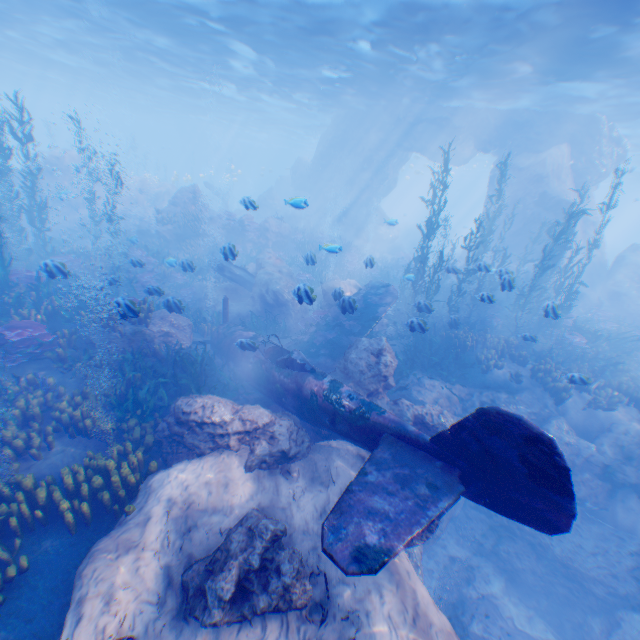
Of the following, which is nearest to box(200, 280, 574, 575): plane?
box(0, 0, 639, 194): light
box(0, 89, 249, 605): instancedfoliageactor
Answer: box(0, 89, 249, 605): instancedfoliageactor

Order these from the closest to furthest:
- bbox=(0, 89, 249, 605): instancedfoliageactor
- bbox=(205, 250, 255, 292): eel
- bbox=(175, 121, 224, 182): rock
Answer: bbox=(0, 89, 249, 605): instancedfoliageactor → bbox=(205, 250, 255, 292): eel → bbox=(175, 121, 224, 182): rock

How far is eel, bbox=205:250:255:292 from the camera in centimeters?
1598cm

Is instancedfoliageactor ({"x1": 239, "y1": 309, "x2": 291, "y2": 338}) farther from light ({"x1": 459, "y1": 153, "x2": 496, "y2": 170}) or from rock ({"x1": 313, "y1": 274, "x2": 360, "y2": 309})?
light ({"x1": 459, "y1": 153, "x2": 496, "y2": 170})

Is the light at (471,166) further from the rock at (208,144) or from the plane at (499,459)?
the plane at (499,459)

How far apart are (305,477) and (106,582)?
3.59m

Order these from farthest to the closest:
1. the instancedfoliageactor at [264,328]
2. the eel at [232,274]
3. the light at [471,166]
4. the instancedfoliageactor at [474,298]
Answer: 1. the light at [471,166]
2. the eel at [232,274]
3. the instancedfoliageactor at [264,328]
4. the instancedfoliageactor at [474,298]
